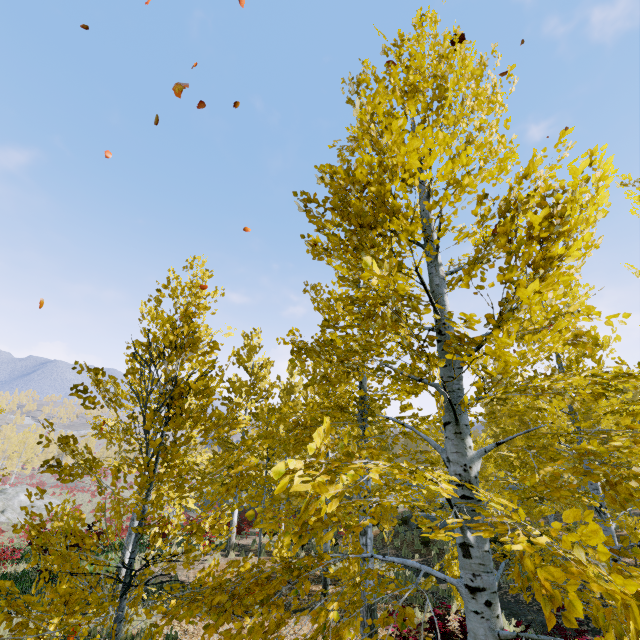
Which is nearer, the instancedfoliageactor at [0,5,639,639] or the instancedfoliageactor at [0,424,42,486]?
the instancedfoliageactor at [0,5,639,639]

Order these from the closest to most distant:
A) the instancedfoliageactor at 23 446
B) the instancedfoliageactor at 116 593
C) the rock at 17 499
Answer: the instancedfoliageactor at 116 593 < the rock at 17 499 < the instancedfoliageactor at 23 446

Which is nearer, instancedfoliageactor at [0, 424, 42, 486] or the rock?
the rock

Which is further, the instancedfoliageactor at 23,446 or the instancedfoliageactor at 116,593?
the instancedfoliageactor at 23,446

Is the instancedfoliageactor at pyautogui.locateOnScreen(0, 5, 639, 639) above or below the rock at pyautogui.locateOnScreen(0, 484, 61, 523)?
above

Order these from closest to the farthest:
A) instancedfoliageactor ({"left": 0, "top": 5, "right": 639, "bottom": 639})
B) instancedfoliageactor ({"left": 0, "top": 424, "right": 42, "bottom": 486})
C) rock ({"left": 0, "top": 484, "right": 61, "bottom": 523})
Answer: instancedfoliageactor ({"left": 0, "top": 5, "right": 639, "bottom": 639})
rock ({"left": 0, "top": 484, "right": 61, "bottom": 523})
instancedfoliageactor ({"left": 0, "top": 424, "right": 42, "bottom": 486})

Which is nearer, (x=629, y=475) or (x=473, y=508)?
(x=629, y=475)
